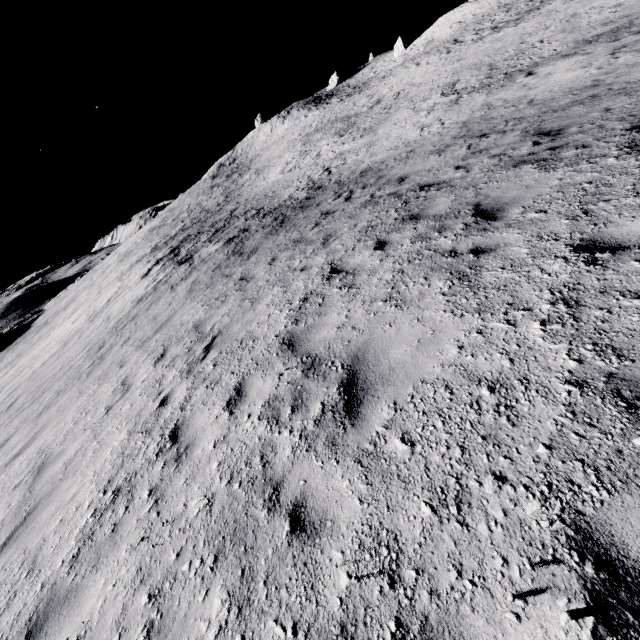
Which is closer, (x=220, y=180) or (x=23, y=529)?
(x=23, y=529)
